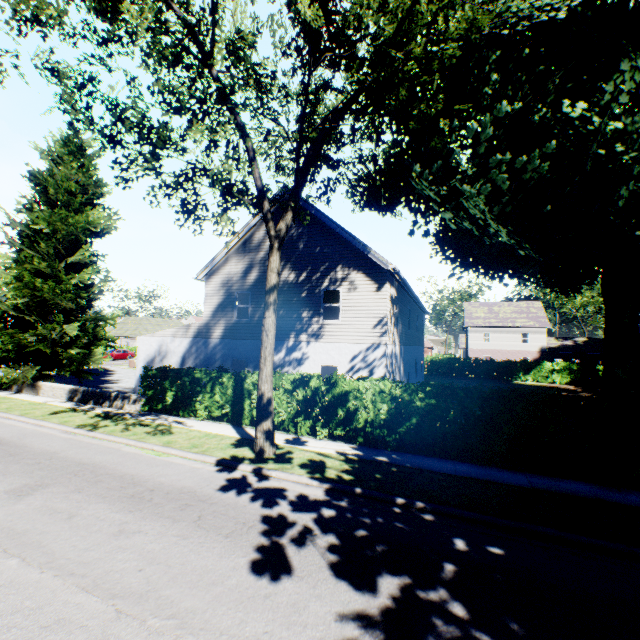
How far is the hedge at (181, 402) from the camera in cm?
1286

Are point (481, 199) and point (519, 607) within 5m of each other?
no

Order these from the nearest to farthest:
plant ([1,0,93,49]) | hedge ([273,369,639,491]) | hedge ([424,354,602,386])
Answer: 1. plant ([1,0,93,49])
2. hedge ([273,369,639,491])
3. hedge ([424,354,602,386])

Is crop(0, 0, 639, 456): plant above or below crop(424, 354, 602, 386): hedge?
above

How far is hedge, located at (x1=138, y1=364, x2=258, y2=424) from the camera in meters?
12.9 m

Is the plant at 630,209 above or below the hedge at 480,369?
above
